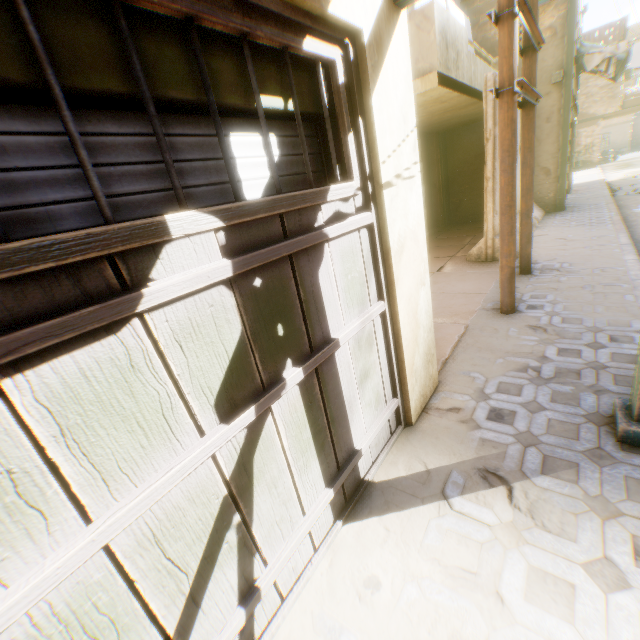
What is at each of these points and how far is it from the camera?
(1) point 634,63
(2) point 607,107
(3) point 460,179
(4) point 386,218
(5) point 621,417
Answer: (1) clothes, 8.95m
(2) building, 22.11m
(3) building, 12.02m
(4) building, 2.20m
(5) wooden beam, 2.27m

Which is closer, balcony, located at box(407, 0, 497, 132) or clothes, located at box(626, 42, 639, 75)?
balcony, located at box(407, 0, 497, 132)

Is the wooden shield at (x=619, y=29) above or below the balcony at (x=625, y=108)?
above

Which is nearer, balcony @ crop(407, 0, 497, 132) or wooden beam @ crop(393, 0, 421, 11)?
wooden beam @ crop(393, 0, 421, 11)

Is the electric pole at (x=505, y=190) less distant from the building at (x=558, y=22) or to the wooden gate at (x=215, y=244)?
the building at (x=558, y=22)

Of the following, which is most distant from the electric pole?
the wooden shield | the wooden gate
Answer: the wooden shield

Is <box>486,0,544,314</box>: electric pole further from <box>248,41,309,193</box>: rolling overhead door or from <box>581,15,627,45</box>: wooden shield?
<box>581,15,627,45</box>: wooden shield

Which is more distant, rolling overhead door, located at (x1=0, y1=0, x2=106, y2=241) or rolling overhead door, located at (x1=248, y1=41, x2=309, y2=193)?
rolling overhead door, located at (x1=248, y1=41, x2=309, y2=193)
